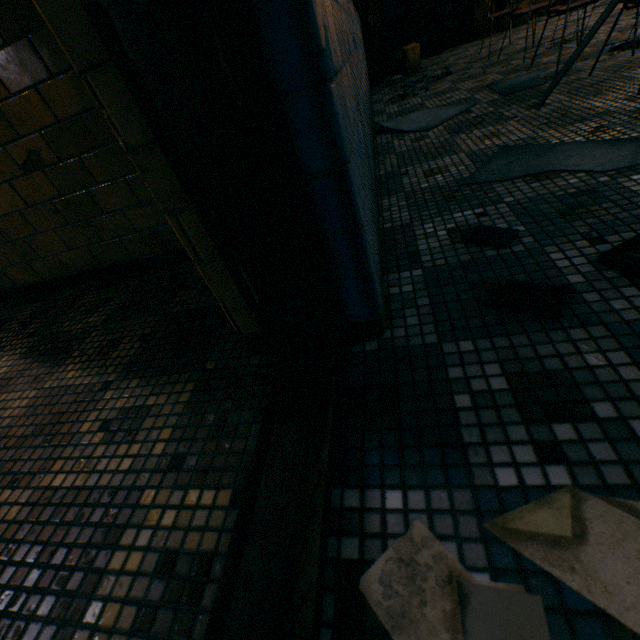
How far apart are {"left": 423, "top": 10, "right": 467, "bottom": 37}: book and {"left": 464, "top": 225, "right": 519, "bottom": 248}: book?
8.0 meters

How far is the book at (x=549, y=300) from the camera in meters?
0.9

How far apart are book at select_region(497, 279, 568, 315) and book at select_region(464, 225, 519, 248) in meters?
0.3

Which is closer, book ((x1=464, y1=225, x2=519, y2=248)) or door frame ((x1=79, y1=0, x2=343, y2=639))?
door frame ((x1=79, y1=0, x2=343, y2=639))

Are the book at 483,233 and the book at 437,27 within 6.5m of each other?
no

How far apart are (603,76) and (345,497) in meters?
3.5 m

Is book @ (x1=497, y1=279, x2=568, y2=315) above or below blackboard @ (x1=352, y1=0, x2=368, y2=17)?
below

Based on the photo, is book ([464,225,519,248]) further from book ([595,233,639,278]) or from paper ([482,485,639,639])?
paper ([482,485,639,639])
